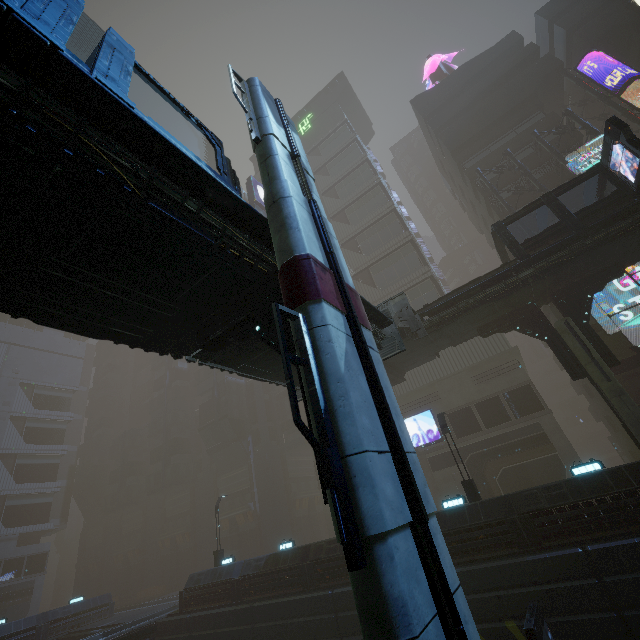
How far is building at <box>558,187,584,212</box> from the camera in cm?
2703

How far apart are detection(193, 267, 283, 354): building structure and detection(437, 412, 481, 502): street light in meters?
15.3

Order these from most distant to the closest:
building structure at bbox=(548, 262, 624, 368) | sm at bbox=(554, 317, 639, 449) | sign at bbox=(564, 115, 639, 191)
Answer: building structure at bbox=(548, 262, 624, 368)
sm at bbox=(554, 317, 639, 449)
sign at bbox=(564, 115, 639, 191)

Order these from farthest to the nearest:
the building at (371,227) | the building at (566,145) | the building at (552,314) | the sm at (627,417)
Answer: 1. the building at (371,227)
2. the building at (566,145)
3. the building at (552,314)
4. the sm at (627,417)

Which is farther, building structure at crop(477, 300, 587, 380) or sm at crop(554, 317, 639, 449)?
building structure at crop(477, 300, 587, 380)

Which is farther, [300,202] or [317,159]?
[317,159]

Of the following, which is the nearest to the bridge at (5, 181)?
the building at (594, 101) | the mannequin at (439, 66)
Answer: the building at (594, 101)

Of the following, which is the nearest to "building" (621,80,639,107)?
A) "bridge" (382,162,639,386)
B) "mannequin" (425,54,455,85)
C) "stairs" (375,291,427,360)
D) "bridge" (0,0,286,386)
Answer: "mannequin" (425,54,455,85)
